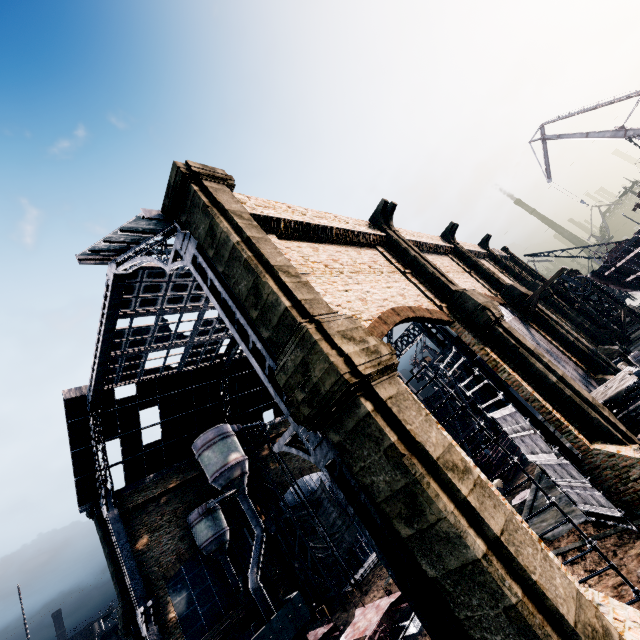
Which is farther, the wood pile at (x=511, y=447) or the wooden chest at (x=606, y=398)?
the wood pile at (x=511, y=447)

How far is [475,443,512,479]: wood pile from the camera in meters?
28.5

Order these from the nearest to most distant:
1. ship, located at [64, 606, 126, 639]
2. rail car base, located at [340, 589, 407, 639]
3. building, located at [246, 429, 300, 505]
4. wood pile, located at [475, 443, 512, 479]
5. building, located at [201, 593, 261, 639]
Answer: rail car base, located at [340, 589, 407, 639] < building, located at [201, 593, 261, 639] < wood pile, located at [475, 443, 512, 479] < building, located at [246, 429, 300, 505] < ship, located at [64, 606, 126, 639]

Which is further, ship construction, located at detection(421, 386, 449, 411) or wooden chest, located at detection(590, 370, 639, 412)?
ship construction, located at detection(421, 386, 449, 411)

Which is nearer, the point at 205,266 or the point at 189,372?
the point at 205,266

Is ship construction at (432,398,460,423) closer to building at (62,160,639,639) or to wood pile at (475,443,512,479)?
wood pile at (475,443,512,479)

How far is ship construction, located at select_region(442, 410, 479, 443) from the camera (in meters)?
30.35

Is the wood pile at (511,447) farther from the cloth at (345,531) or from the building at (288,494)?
Result: the cloth at (345,531)
